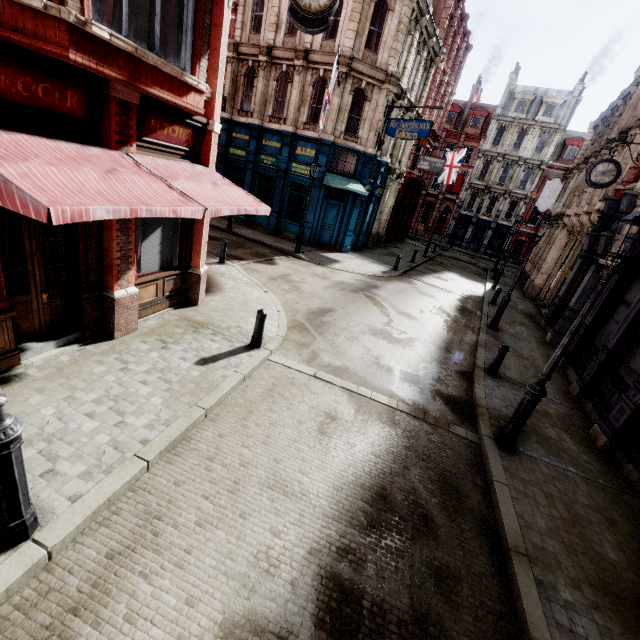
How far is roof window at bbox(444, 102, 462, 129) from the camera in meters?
42.8

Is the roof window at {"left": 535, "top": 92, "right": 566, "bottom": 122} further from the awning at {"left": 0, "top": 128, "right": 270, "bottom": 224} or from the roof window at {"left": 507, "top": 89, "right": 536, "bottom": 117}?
the awning at {"left": 0, "top": 128, "right": 270, "bottom": 224}

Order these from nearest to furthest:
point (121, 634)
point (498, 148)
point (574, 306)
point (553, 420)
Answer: point (121, 634) < point (553, 420) < point (574, 306) < point (498, 148)

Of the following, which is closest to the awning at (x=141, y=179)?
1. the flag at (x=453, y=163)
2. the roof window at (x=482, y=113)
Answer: the flag at (x=453, y=163)

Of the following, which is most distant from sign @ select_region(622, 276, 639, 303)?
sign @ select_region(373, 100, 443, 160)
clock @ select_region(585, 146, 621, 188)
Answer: sign @ select_region(373, 100, 443, 160)

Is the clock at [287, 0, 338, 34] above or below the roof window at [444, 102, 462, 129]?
below

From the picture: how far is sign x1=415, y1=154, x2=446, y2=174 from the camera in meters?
24.1 m

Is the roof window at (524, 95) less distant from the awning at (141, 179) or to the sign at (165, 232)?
the awning at (141, 179)
